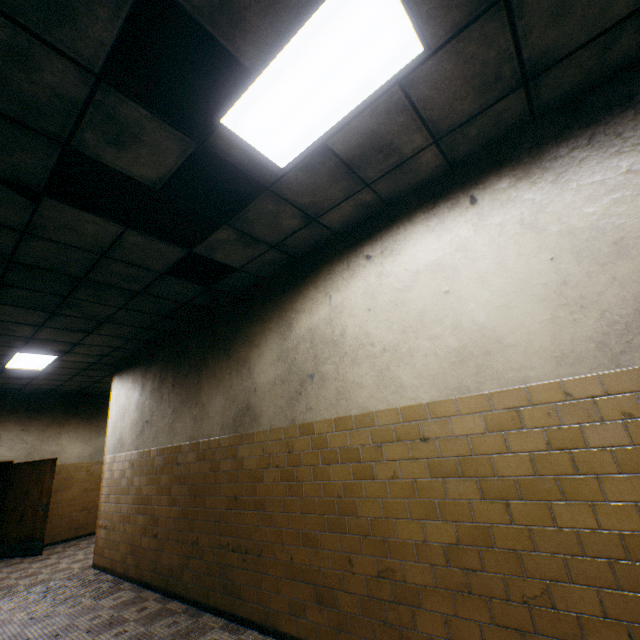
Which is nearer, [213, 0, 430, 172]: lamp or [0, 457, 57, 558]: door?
[213, 0, 430, 172]: lamp

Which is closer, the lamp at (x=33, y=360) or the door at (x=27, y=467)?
the lamp at (x=33, y=360)

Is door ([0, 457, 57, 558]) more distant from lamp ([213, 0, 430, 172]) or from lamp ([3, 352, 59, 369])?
lamp ([213, 0, 430, 172])

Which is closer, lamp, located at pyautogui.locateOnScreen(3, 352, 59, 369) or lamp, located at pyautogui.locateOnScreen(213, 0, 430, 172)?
lamp, located at pyautogui.locateOnScreen(213, 0, 430, 172)

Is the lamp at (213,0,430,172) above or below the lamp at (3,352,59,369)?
below

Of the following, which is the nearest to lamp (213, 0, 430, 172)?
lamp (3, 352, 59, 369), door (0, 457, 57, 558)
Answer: lamp (3, 352, 59, 369)

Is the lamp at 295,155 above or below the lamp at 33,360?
below

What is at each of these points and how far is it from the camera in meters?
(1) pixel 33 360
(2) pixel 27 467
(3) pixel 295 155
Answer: (1) lamp, 6.6
(2) door, 8.2
(3) lamp, 2.6
